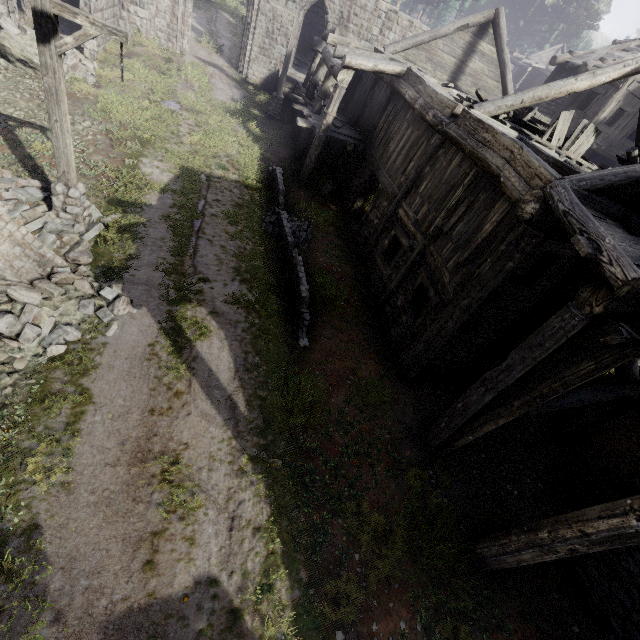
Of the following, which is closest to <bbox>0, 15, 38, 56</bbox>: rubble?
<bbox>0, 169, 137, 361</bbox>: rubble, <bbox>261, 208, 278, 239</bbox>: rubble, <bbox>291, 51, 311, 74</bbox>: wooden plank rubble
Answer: <bbox>0, 169, 137, 361</bbox>: rubble

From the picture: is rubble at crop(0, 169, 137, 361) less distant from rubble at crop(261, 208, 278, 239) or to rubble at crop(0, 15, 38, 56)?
rubble at crop(261, 208, 278, 239)

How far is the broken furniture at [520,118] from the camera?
10.5m

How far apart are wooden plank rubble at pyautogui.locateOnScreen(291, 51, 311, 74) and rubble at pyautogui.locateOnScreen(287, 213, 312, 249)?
15.28m

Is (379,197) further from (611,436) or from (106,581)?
(106,581)

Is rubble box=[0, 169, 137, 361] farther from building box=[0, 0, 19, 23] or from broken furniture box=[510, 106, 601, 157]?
broken furniture box=[510, 106, 601, 157]

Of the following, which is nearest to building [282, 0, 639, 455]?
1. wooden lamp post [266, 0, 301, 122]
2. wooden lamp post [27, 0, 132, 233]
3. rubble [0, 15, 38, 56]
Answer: rubble [0, 15, 38, 56]

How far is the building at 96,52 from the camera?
14.1m
